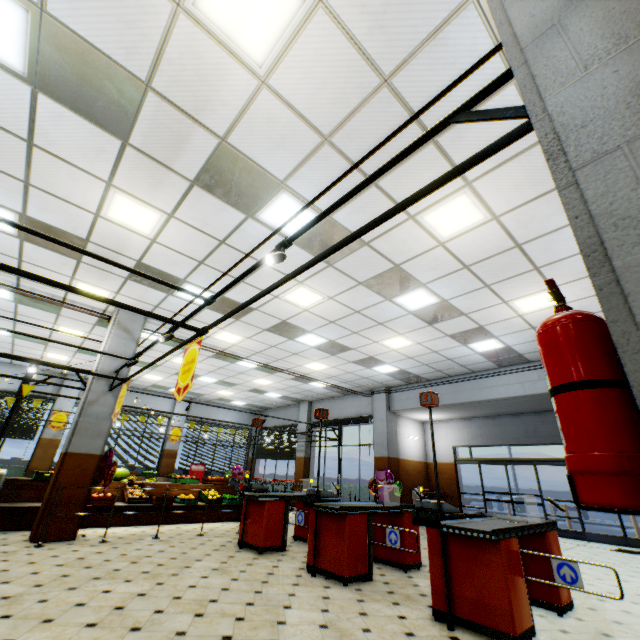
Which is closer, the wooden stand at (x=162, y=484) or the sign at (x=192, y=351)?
the sign at (x=192, y=351)

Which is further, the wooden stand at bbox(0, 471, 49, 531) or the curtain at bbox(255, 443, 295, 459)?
the curtain at bbox(255, 443, 295, 459)

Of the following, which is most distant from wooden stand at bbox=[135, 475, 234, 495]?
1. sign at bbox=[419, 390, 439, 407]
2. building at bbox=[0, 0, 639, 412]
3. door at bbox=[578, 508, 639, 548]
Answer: door at bbox=[578, 508, 639, 548]

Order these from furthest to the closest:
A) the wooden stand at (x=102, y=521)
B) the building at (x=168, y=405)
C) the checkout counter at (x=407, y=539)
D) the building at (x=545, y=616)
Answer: the building at (x=168, y=405) < the wooden stand at (x=102, y=521) < the checkout counter at (x=407, y=539) < the building at (x=545, y=616)

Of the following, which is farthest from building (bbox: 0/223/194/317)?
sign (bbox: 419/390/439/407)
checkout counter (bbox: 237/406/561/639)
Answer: sign (bbox: 419/390/439/407)

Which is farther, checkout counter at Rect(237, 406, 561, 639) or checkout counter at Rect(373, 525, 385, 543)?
checkout counter at Rect(373, 525, 385, 543)

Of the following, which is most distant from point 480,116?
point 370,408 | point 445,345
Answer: point 370,408

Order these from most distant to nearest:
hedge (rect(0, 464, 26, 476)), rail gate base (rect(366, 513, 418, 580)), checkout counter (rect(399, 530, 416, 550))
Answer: hedge (rect(0, 464, 26, 476))
checkout counter (rect(399, 530, 416, 550))
rail gate base (rect(366, 513, 418, 580))
